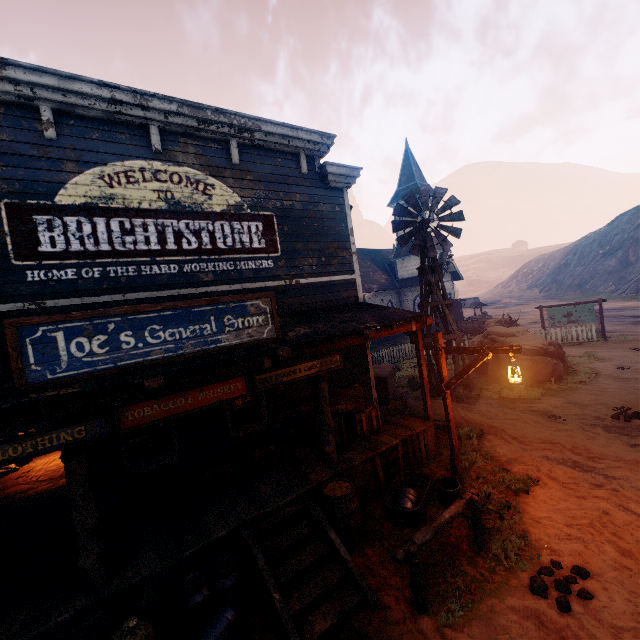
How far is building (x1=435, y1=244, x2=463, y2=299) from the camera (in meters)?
30.78

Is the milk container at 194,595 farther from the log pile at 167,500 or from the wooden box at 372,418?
the wooden box at 372,418

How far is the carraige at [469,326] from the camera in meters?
22.8 m

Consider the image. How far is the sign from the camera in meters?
18.8 m

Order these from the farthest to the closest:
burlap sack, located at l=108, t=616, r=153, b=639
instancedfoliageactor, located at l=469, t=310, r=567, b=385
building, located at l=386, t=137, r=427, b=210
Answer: building, located at l=386, t=137, r=427, b=210 < instancedfoliageactor, located at l=469, t=310, r=567, b=385 < burlap sack, located at l=108, t=616, r=153, b=639

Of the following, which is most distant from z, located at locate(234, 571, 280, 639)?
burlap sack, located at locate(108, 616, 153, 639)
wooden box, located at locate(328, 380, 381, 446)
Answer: wooden box, located at locate(328, 380, 381, 446)

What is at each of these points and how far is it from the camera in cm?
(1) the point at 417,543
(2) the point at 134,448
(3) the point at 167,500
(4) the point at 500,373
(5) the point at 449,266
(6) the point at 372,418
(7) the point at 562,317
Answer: (1) horse pole, 446
(2) curtain, 626
(3) log pile, 588
(4) instancedfoliageactor, 1392
(5) building, 3094
(6) wooden box, 788
(7) sign, 1970

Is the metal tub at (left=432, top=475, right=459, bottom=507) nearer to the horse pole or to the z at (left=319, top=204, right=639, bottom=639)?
the z at (left=319, top=204, right=639, bottom=639)
